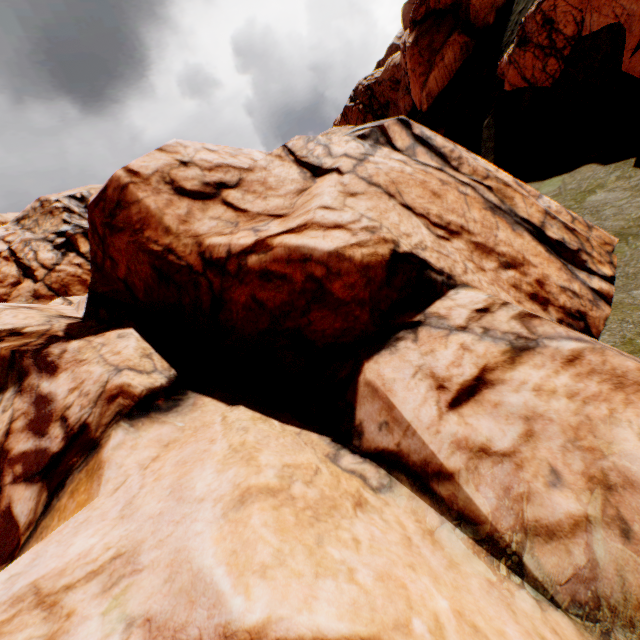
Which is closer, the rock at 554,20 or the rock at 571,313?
the rock at 571,313

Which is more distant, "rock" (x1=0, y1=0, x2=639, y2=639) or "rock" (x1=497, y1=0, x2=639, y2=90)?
"rock" (x1=497, y1=0, x2=639, y2=90)

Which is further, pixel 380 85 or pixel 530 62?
pixel 380 85
